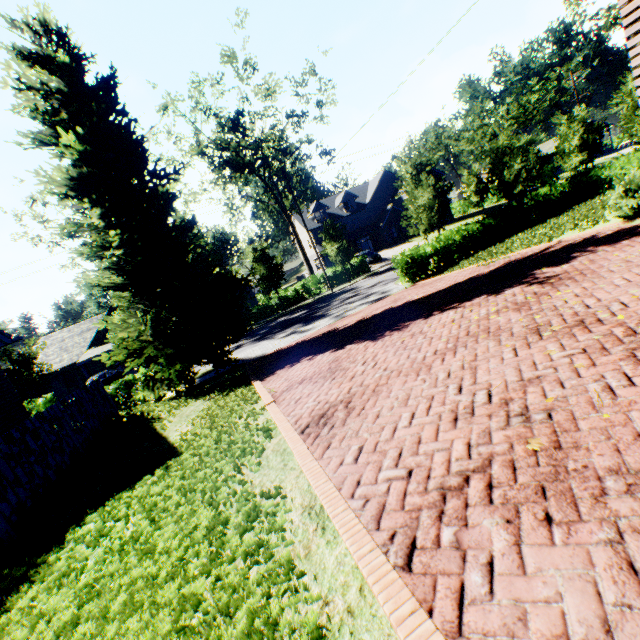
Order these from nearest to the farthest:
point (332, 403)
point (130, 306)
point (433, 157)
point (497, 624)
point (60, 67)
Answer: point (497, 624) → point (332, 403) → point (60, 67) → point (130, 306) → point (433, 157)

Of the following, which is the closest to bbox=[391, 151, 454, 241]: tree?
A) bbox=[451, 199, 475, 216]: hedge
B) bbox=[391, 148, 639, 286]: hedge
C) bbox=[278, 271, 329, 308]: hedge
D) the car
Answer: bbox=[451, 199, 475, 216]: hedge

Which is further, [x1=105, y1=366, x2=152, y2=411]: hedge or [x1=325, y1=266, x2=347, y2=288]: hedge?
[x1=325, y1=266, x2=347, y2=288]: hedge

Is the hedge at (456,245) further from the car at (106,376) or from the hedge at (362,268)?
the car at (106,376)

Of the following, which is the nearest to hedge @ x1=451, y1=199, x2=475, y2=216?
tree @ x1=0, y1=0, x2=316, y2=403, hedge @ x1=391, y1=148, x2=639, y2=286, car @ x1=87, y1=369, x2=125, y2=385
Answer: tree @ x1=0, y1=0, x2=316, y2=403

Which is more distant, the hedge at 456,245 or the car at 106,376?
the car at 106,376

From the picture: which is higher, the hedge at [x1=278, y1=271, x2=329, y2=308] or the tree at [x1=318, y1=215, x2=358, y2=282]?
the tree at [x1=318, y1=215, x2=358, y2=282]
